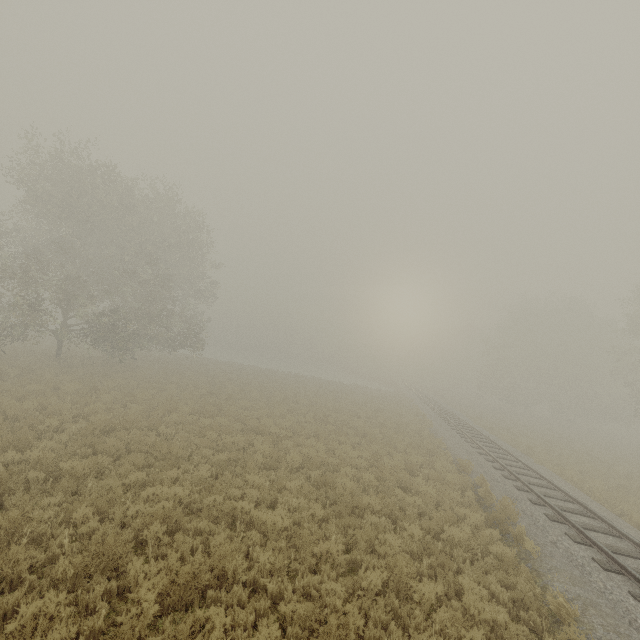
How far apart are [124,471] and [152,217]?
25.0 meters
